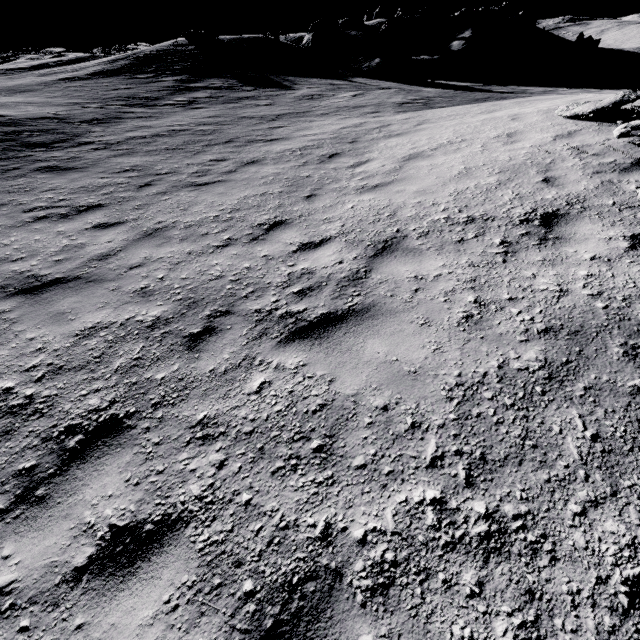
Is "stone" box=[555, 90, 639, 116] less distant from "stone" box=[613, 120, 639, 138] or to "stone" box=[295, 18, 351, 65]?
"stone" box=[613, 120, 639, 138]

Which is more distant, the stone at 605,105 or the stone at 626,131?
the stone at 605,105

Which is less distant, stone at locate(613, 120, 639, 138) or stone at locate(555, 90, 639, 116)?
stone at locate(613, 120, 639, 138)

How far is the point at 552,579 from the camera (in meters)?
1.78

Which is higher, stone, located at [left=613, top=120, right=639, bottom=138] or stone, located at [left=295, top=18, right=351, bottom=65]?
stone, located at [left=295, top=18, right=351, bottom=65]

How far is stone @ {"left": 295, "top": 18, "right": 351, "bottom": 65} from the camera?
28.4 meters

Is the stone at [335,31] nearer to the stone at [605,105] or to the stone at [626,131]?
the stone at [605,105]
